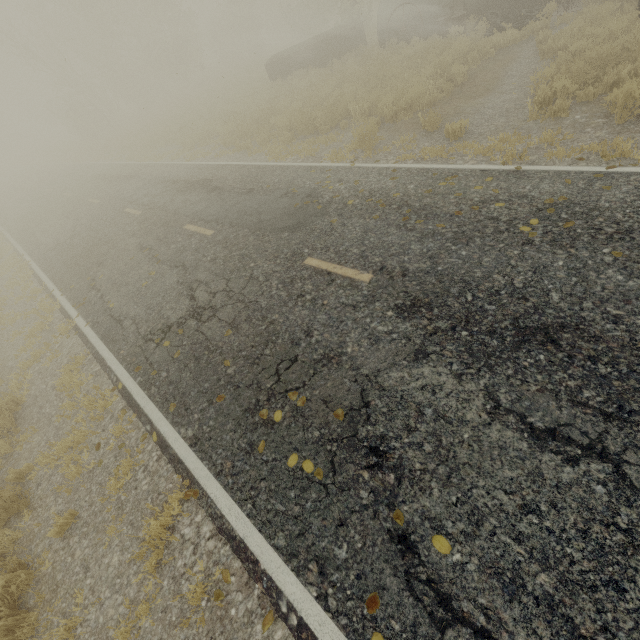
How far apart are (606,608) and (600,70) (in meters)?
10.60

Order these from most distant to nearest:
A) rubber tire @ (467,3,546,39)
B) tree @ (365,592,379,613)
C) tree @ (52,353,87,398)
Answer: rubber tire @ (467,3,546,39) < tree @ (52,353,87,398) < tree @ (365,592,379,613)

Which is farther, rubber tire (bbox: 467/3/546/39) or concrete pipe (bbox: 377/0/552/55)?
concrete pipe (bbox: 377/0/552/55)

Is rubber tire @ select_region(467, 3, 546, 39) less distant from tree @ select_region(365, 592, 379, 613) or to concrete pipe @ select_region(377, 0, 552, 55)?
concrete pipe @ select_region(377, 0, 552, 55)

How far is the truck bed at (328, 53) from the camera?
17.2m

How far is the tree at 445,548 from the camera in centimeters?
270cm

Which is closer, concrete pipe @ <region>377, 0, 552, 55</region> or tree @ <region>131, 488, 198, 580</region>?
tree @ <region>131, 488, 198, 580</region>

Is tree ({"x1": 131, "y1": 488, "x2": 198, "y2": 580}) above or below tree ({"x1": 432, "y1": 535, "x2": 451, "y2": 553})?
below
